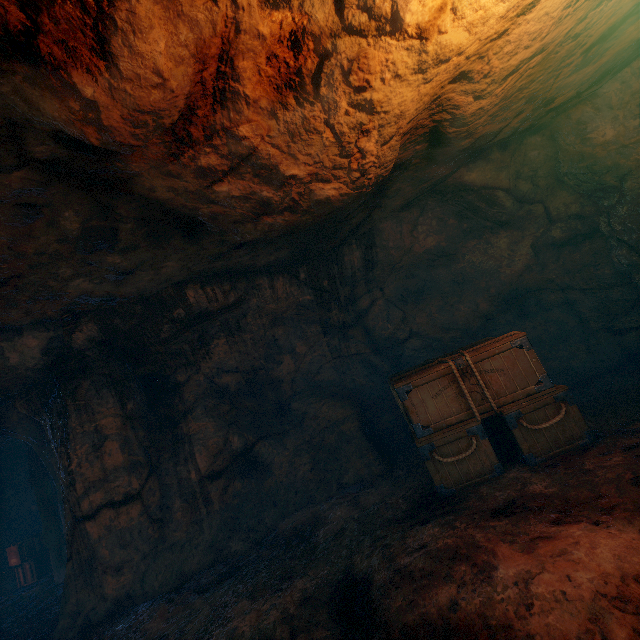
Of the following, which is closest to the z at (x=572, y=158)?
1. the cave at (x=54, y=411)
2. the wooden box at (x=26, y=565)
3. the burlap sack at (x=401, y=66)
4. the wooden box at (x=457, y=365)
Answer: the burlap sack at (x=401, y=66)

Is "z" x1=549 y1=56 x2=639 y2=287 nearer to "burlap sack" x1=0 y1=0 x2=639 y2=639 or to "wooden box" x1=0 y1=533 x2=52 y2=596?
"burlap sack" x1=0 y1=0 x2=639 y2=639

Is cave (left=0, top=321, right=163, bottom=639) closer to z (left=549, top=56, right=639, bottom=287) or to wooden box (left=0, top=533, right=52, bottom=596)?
wooden box (left=0, top=533, right=52, bottom=596)

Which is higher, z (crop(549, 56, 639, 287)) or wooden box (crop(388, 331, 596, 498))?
z (crop(549, 56, 639, 287))

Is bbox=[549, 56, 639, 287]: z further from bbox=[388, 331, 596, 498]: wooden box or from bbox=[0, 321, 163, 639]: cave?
bbox=[0, 321, 163, 639]: cave

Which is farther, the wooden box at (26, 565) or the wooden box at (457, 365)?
the wooden box at (26, 565)

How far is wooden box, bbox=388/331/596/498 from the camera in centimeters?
447cm

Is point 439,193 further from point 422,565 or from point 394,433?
point 422,565
